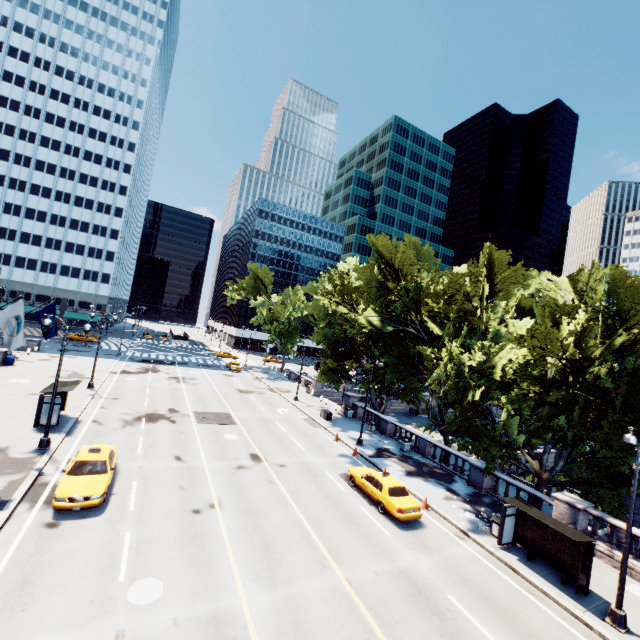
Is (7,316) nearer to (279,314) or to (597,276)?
(597,276)

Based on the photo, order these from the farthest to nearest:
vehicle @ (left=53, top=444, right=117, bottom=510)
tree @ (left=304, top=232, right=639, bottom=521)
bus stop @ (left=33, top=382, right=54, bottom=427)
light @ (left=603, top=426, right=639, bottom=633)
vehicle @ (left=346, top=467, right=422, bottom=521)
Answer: bus stop @ (left=33, top=382, right=54, bottom=427)
tree @ (left=304, top=232, right=639, bottom=521)
vehicle @ (left=346, top=467, right=422, bottom=521)
vehicle @ (left=53, top=444, right=117, bottom=510)
light @ (left=603, top=426, right=639, bottom=633)

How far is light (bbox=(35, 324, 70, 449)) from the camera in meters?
17.9

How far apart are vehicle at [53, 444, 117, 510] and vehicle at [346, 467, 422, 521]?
13.0 meters

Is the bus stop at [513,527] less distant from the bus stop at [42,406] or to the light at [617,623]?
the light at [617,623]

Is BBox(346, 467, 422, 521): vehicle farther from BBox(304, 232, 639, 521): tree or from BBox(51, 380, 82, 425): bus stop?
BBox(51, 380, 82, 425): bus stop

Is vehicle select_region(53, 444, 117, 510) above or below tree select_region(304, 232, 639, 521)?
below

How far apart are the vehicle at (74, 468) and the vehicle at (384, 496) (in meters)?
13.03
